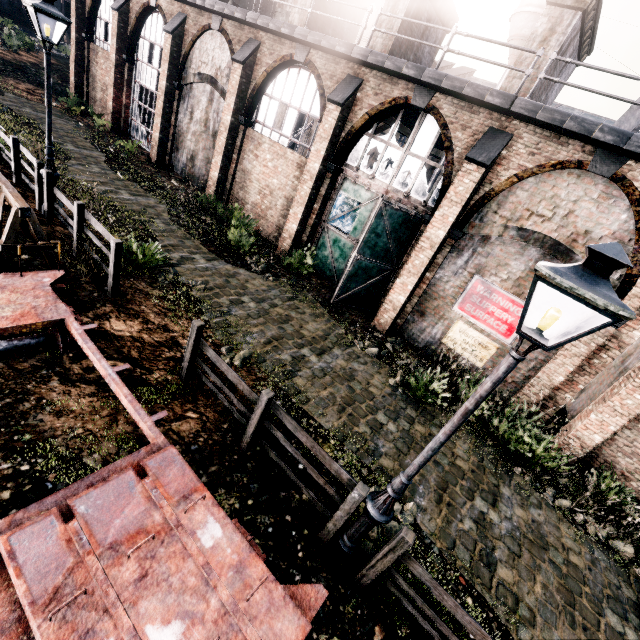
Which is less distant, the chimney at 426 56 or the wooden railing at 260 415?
the wooden railing at 260 415

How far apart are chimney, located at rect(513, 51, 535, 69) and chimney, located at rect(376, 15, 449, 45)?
4.9 meters

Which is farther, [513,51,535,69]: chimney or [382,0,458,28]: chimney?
[382,0,458,28]: chimney

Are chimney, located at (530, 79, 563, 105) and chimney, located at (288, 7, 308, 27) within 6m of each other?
no

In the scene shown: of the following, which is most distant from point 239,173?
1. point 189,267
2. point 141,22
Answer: point 141,22

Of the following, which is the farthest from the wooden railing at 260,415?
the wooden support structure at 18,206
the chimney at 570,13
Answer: the chimney at 570,13

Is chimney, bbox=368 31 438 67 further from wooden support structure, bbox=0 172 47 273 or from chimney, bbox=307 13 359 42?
Answer: wooden support structure, bbox=0 172 47 273
